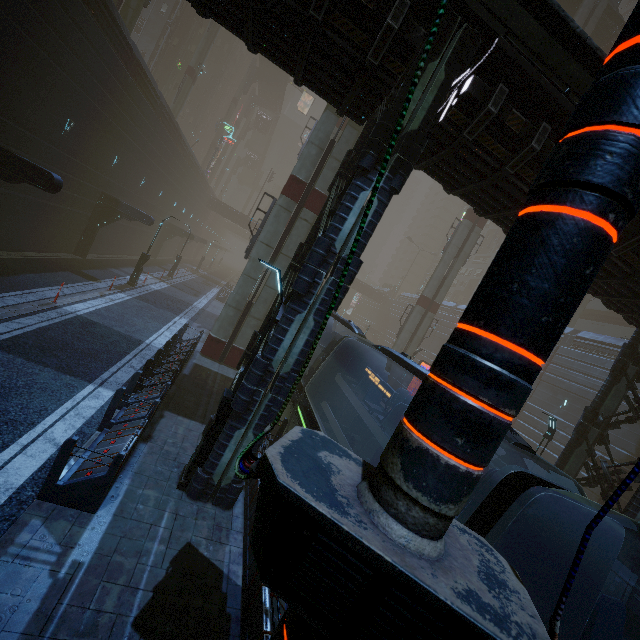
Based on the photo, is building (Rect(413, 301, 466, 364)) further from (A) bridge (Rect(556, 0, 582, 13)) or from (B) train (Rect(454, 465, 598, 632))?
(A) bridge (Rect(556, 0, 582, 13))

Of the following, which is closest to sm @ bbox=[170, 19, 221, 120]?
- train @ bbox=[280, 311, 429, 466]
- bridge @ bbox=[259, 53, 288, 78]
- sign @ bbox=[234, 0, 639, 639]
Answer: train @ bbox=[280, 311, 429, 466]

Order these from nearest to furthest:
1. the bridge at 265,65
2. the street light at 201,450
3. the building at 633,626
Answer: the street light at 201,450
the building at 633,626
the bridge at 265,65

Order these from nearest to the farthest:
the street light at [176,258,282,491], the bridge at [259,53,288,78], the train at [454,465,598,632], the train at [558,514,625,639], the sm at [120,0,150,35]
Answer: the train at [558,514,625,639] < the train at [454,465,598,632] < the street light at [176,258,282,491] < the sm at [120,0,150,35] < the bridge at [259,53,288,78]

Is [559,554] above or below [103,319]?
above

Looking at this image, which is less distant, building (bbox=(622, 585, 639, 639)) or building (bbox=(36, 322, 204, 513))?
building (bbox=(36, 322, 204, 513))

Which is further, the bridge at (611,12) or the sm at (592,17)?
the bridge at (611,12)
